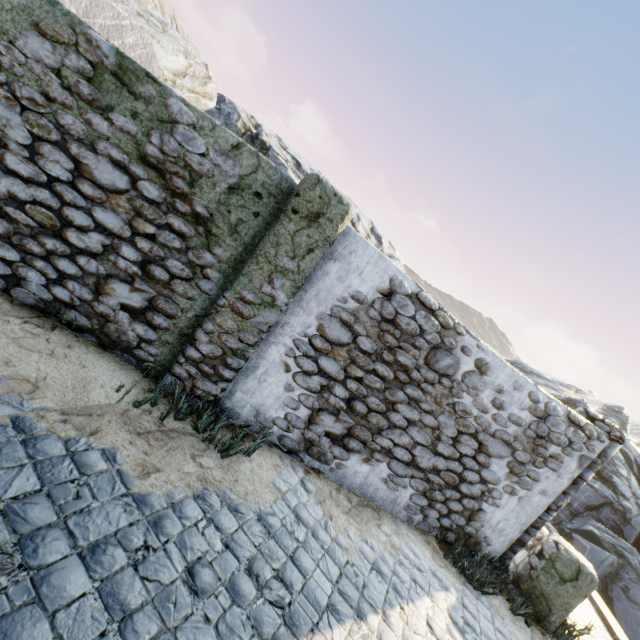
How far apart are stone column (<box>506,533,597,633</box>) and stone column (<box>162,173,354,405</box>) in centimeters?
510cm

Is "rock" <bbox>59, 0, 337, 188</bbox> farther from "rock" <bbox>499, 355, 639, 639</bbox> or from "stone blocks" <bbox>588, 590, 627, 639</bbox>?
"rock" <bbox>499, 355, 639, 639</bbox>

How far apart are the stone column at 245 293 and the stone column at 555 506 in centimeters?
510cm

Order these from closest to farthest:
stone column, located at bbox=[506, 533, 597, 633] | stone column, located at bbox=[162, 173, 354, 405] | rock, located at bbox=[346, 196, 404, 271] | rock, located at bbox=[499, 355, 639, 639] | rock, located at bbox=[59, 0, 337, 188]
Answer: stone column, located at bbox=[162, 173, 354, 405]
stone column, located at bbox=[506, 533, 597, 633]
rock, located at bbox=[59, 0, 337, 188]
rock, located at bbox=[499, 355, 639, 639]
rock, located at bbox=[346, 196, 404, 271]

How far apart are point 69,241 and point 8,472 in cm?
252

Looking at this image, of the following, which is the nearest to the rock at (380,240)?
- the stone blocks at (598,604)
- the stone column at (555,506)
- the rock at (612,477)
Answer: the stone blocks at (598,604)

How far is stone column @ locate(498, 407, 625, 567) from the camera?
5.2 meters

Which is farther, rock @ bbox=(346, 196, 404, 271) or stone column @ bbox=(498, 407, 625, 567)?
rock @ bbox=(346, 196, 404, 271)
